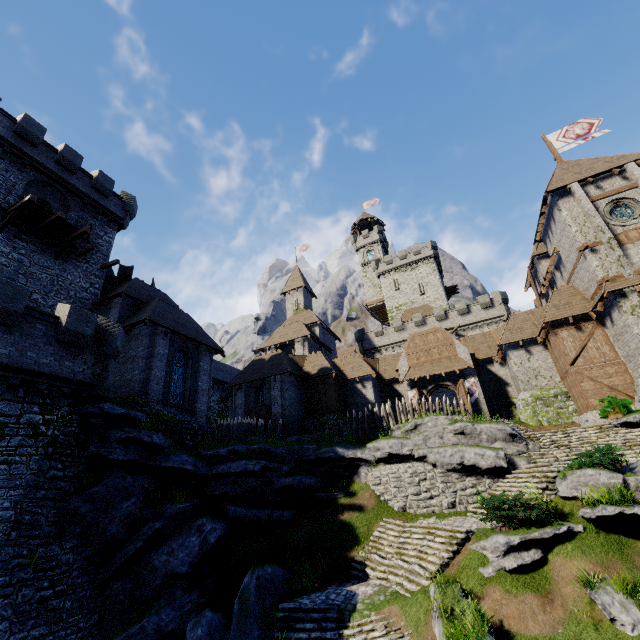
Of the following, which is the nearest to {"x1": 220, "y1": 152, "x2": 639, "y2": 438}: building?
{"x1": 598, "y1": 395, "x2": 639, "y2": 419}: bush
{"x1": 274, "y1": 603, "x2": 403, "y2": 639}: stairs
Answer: {"x1": 598, "y1": 395, "x2": 639, "y2": 419}: bush

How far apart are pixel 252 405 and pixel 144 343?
12.1m

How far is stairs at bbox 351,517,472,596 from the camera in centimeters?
1270cm

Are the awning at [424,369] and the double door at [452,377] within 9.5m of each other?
yes

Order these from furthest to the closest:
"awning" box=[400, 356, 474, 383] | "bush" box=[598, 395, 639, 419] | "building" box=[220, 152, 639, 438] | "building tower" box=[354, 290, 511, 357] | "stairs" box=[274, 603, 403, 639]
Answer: "building tower" box=[354, 290, 511, 357] → "awning" box=[400, 356, 474, 383] → "building" box=[220, 152, 639, 438] → "bush" box=[598, 395, 639, 419] → "stairs" box=[274, 603, 403, 639]

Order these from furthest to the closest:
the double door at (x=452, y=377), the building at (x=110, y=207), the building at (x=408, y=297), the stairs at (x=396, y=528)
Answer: the building at (x=408, y=297), the double door at (x=452, y=377), the building at (x=110, y=207), the stairs at (x=396, y=528)

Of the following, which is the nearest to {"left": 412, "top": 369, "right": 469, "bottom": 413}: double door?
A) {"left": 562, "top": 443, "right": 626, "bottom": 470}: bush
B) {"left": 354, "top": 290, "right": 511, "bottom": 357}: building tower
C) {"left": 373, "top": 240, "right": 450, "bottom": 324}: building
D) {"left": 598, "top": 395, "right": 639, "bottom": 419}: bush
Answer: {"left": 598, "top": 395, "right": 639, "bottom": 419}: bush

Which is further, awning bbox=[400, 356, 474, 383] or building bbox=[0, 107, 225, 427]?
awning bbox=[400, 356, 474, 383]
